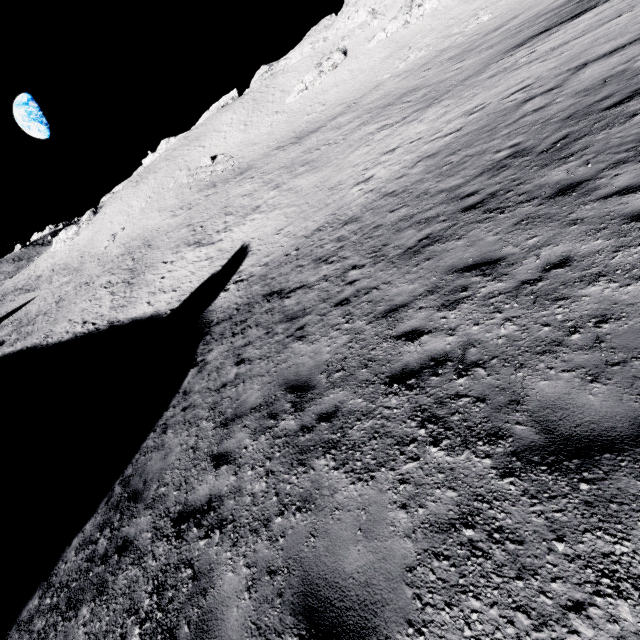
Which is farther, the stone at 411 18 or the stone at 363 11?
the stone at 363 11

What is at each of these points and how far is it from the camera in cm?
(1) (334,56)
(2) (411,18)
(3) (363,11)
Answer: (1) stone, 5406
(2) stone, 4838
(3) stone, 5800

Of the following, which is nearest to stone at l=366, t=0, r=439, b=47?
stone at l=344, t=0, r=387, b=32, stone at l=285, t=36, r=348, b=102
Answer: stone at l=285, t=36, r=348, b=102

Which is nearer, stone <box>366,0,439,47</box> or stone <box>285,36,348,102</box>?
stone <box>366,0,439,47</box>

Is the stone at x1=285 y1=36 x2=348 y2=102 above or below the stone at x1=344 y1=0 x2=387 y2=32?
below

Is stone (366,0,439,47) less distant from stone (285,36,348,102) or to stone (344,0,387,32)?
stone (285,36,348,102)

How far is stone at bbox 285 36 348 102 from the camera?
54.31m

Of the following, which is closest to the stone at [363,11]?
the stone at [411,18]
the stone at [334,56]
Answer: the stone at [334,56]
